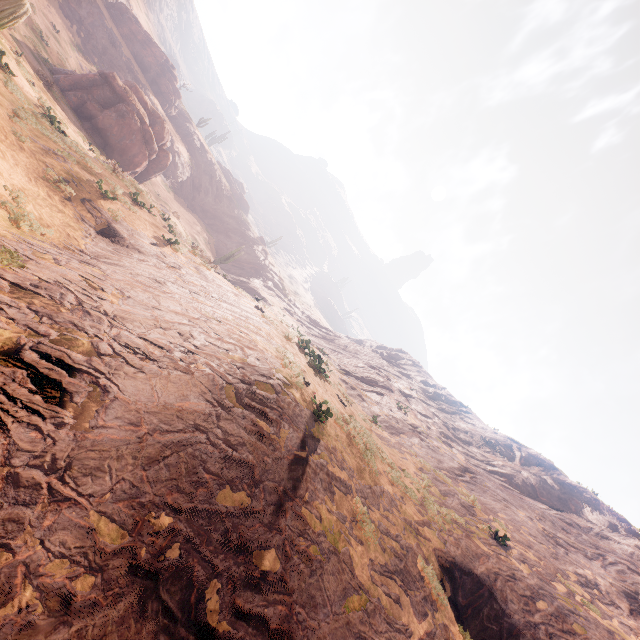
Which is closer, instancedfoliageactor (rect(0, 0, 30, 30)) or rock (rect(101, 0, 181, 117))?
instancedfoliageactor (rect(0, 0, 30, 30))

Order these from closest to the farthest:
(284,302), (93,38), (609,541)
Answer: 1. (609,541)
2. (93,38)
3. (284,302)

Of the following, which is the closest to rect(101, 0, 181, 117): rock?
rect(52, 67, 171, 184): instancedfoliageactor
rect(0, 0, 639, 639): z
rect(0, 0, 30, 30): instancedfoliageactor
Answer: rect(52, 67, 171, 184): instancedfoliageactor

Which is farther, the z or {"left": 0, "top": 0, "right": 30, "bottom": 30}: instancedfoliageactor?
the z

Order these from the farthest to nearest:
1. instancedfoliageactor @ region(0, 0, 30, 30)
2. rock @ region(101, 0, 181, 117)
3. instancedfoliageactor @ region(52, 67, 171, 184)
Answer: rock @ region(101, 0, 181, 117), instancedfoliageactor @ region(52, 67, 171, 184), instancedfoliageactor @ region(0, 0, 30, 30)

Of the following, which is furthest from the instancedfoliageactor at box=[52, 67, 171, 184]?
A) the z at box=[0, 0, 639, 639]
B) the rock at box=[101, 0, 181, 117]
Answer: the rock at box=[101, 0, 181, 117]

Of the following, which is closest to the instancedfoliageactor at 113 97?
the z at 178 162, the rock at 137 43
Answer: the z at 178 162

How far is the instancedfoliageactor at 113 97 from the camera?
22.83m
